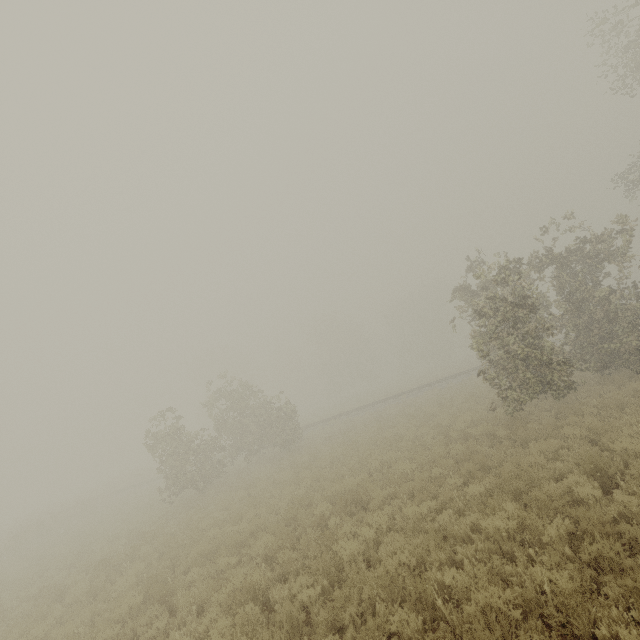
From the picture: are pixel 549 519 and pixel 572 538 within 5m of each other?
yes
